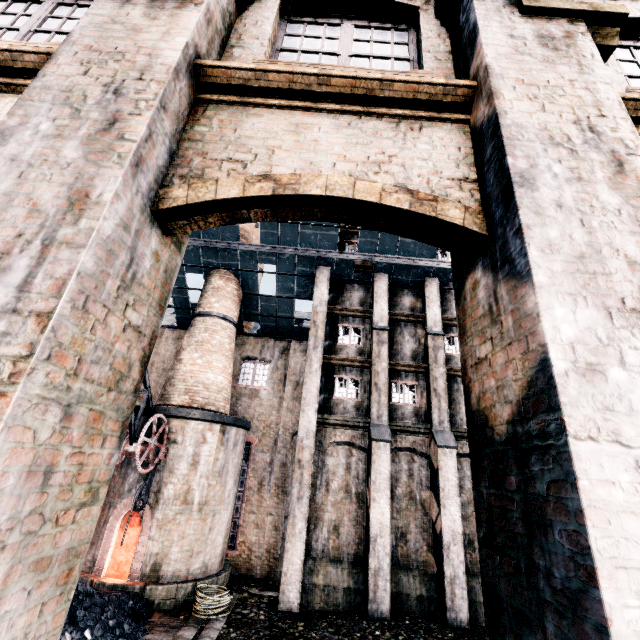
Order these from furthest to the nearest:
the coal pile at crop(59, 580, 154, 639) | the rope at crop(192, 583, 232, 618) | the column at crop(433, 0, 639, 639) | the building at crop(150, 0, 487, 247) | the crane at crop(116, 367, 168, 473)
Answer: the crane at crop(116, 367, 168, 473), the rope at crop(192, 583, 232, 618), the coal pile at crop(59, 580, 154, 639), the building at crop(150, 0, 487, 247), the column at crop(433, 0, 639, 639)

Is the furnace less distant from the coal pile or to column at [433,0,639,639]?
the coal pile

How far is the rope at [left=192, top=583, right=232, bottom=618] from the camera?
11.8 meters

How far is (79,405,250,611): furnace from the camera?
12.84m

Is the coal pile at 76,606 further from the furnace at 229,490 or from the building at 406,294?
the building at 406,294

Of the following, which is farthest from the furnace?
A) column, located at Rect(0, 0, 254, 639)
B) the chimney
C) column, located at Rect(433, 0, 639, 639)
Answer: column, located at Rect(433, 0, 639, 639)

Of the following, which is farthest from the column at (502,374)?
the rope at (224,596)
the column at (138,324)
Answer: the rope at (224,596)

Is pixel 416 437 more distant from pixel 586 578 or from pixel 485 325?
pixel 586 578
